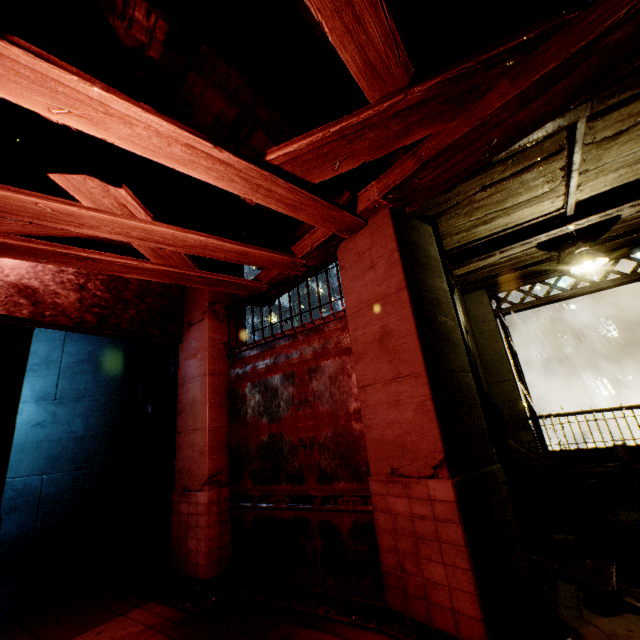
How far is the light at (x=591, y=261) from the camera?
5.78m

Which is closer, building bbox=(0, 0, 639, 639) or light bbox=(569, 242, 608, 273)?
building bbox=(0, 0, 639, 639)

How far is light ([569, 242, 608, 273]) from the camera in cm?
578

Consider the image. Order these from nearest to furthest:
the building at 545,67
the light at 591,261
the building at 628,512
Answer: the building at 545,67, the light at 591,261, the building at 628,512

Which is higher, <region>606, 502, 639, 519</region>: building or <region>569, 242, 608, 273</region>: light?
<region>569, 242, 608, 273</region>: light

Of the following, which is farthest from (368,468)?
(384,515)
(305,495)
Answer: (305,495)

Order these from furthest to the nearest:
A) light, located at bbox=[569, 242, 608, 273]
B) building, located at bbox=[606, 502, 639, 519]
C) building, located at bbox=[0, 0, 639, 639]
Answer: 1. building, located at bbox=[606, 502, 639, 519]
2. light, located at bbox=[569, 242, 608, 273]
3. building, located at bbox=[0, 0, 639, 639]
